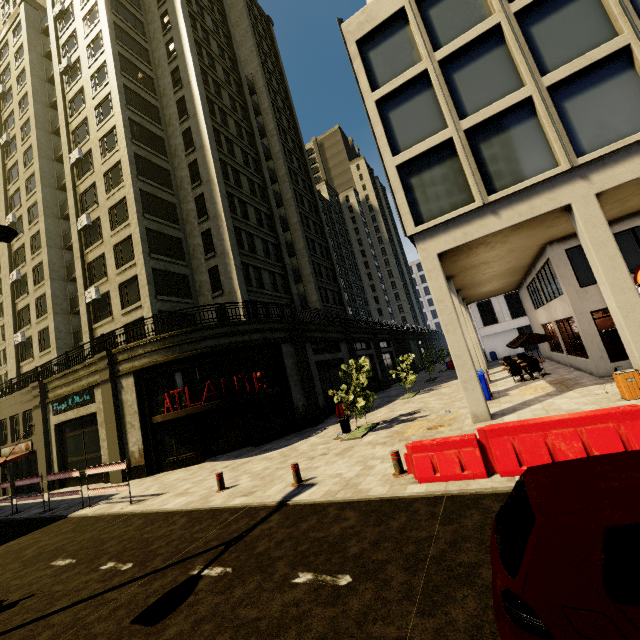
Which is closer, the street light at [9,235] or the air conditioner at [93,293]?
the street light at [9,235]

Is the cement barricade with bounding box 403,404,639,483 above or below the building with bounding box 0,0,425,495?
below

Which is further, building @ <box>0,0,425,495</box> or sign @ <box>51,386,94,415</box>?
sign @ <box>51,386,94,415</box>

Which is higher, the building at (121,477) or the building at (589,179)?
the building at (589,179)

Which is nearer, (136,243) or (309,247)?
(136,243)

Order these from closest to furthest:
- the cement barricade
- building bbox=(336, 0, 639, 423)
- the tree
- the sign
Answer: the cement barricade
building bbox=(336, 0, 639, 423)
the tree
the sign

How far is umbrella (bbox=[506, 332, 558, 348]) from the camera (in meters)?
16.66

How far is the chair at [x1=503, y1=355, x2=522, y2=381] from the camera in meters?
16.5
